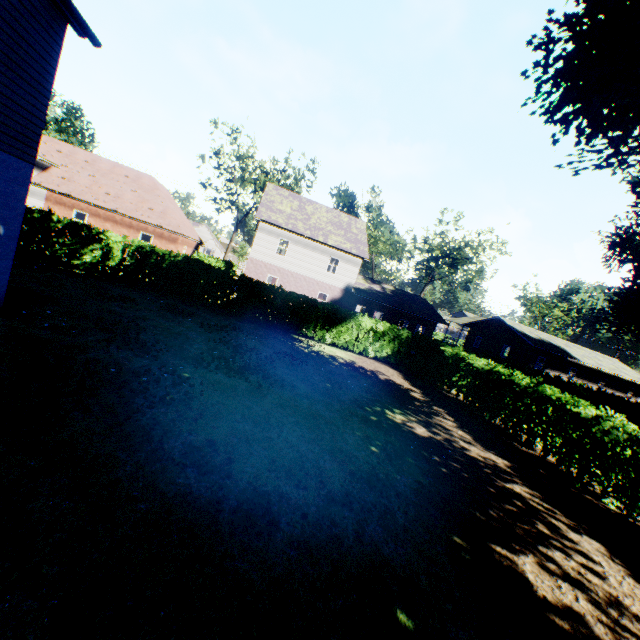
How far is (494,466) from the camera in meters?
8.4

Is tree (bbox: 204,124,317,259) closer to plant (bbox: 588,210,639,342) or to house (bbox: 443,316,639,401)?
plant (bbox: 588,210,639,342)

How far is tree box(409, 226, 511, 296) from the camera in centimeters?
4231cm

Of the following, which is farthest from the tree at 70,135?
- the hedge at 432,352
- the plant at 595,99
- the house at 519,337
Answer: the house at 519,337

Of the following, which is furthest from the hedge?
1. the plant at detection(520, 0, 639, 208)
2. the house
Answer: the house

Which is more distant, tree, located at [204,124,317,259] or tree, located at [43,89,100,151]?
tree, located at [204,124,317,259]

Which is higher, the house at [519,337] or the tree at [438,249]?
the tree at [438,249]
